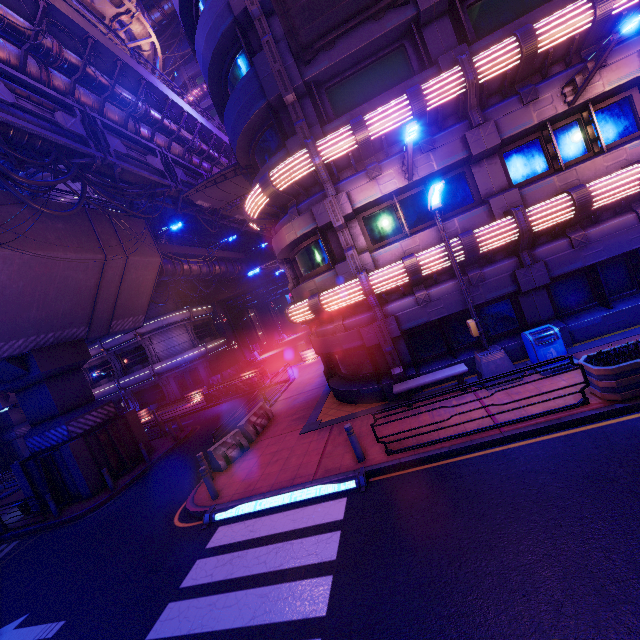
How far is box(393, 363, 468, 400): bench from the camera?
10.31m

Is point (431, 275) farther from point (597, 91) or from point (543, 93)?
point (597, 91)

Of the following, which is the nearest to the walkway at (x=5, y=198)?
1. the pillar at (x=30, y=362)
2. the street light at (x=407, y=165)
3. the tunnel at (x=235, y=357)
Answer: the pillar at (x=30, y=362)

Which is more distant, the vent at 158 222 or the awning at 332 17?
the vent at 158 222

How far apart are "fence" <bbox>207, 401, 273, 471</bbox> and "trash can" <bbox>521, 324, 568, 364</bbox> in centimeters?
1041cm

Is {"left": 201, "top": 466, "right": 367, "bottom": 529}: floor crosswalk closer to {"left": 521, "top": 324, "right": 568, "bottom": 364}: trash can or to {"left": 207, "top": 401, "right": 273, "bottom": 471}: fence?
{"left": 207, "top": 401, "right": 273, "bottom": 471}: fence

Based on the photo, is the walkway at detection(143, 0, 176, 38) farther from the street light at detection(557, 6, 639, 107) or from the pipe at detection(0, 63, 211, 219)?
the street light at detection(557, 6, 639, 107)

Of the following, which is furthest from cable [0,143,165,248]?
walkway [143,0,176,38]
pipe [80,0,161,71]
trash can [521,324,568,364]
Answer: walkway [143,0,176,38]
